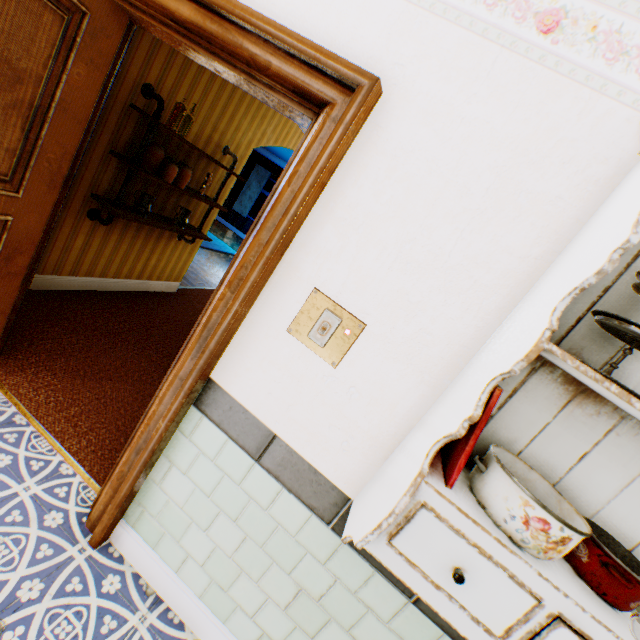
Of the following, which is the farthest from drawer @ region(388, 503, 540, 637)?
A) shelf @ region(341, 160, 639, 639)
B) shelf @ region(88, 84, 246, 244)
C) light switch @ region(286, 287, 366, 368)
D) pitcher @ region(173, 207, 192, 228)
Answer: pitcher @ region(173, 207, 192, 228)

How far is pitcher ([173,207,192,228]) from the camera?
3.7m

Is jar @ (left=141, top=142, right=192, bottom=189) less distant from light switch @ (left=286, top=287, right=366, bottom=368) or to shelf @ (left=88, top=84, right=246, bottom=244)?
shelf @ (left=88, top=84, right=246, bottom=244)

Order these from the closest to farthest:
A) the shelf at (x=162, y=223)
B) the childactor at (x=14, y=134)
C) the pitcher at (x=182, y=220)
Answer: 1. the childactor at (x=14, y=134)
2. the shelf at (x=162, y=223)
3. the pitcher at (x=182, y=220)

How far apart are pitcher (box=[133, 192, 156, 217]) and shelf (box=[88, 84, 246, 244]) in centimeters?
3cm

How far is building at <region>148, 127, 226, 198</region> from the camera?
3.15m

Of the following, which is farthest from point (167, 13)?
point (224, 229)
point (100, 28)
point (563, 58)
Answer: point (224, 229)

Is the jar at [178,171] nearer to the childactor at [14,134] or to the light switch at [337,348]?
the childactor at [14,134]
